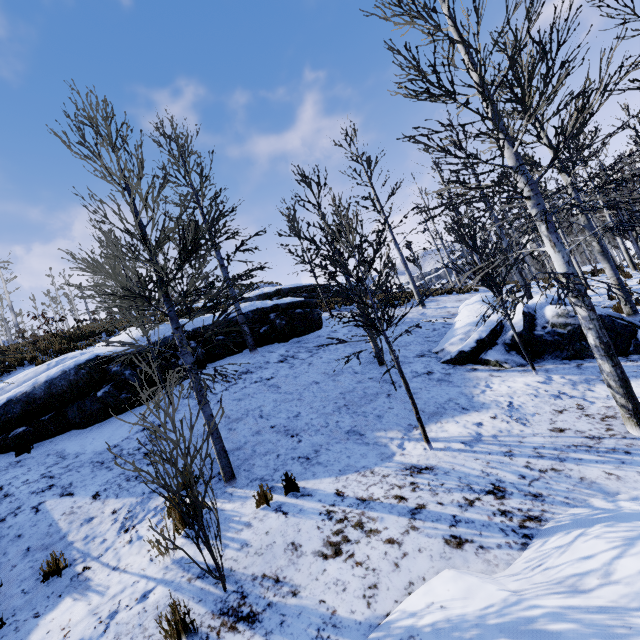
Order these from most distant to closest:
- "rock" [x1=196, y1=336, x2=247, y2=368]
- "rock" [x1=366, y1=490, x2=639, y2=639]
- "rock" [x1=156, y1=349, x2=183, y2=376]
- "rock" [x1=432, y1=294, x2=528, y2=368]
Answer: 1. "rock" [x1=196, y1=336, x2=247, y2=368]
2. "rock" [x1=156, y1=349, x2=183, y2=376]
3. "rock" [x1=432, y1=294, x2=528, y2=368]
4. "rock" [x1=366, y1=490, x2=639, y2=639]

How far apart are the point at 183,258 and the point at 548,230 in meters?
6.0

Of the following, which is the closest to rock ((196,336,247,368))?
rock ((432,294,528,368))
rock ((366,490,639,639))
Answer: rock ((432,294,528,368))

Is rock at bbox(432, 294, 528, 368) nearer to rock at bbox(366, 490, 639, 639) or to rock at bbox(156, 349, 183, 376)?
rock at bbox(366, 490, 639, 639)

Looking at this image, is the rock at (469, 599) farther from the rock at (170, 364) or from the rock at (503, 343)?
the rock at (170, 364)

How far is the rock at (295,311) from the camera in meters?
12.4
